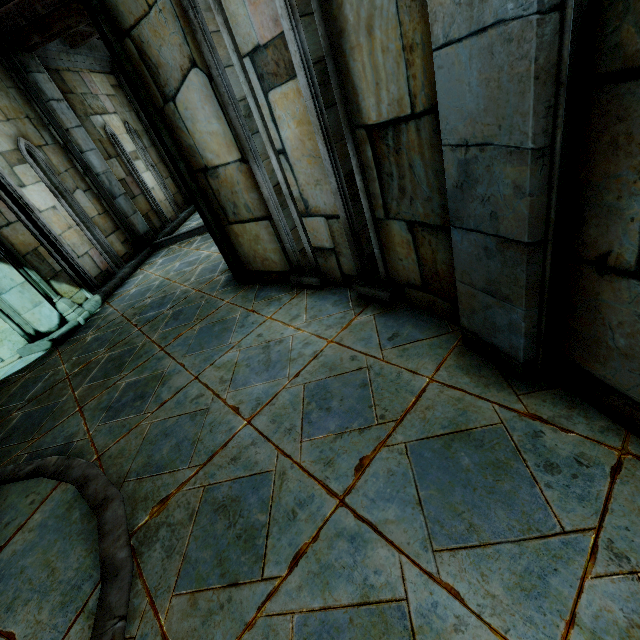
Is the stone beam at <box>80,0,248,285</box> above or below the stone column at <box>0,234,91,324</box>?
above

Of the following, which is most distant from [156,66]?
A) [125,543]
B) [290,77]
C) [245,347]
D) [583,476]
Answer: [583,476]

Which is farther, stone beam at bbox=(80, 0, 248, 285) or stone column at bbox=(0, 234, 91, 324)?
stone column at bbox=(0, 234, 91, 324)

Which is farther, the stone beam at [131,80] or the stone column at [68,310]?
the stone column at [68,310]

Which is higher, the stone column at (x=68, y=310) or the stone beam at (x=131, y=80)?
the stone beam at (x=131, y=80)
